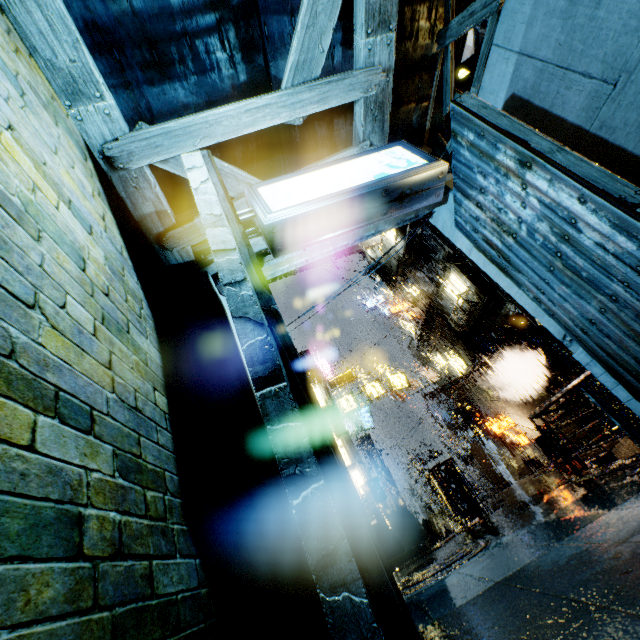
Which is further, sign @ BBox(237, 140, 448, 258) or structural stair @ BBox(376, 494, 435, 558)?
structural stair @ BBox(376, 494, 435, 558)

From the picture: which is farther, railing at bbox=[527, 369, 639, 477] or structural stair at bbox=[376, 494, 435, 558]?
structural stair at bbox=[376, 494, 435, 558]

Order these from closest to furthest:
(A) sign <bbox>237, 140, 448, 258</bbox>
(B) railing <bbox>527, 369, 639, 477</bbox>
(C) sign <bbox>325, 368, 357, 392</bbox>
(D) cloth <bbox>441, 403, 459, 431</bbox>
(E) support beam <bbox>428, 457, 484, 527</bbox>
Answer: (A) sign <bbox>237, 140, 448, 258</bbox> → (B) railing <bbox>527, 369, 639, 477</bbox> → (E) support beam <bbox>428, 457, 484, 527</bbox> → (C) sign <bbox>325, 368, 357, 392</bbox> → (D) cloth <bbox>441, 403, 459, 431</bbox>

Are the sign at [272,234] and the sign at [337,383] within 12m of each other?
no

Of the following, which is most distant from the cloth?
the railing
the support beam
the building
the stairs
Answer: the stairs

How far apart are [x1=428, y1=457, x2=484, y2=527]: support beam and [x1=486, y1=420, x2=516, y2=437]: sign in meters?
10.4

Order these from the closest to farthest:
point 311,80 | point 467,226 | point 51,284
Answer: point 51,284
point 311,80
point 467,226

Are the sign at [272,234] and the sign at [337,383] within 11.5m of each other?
no
